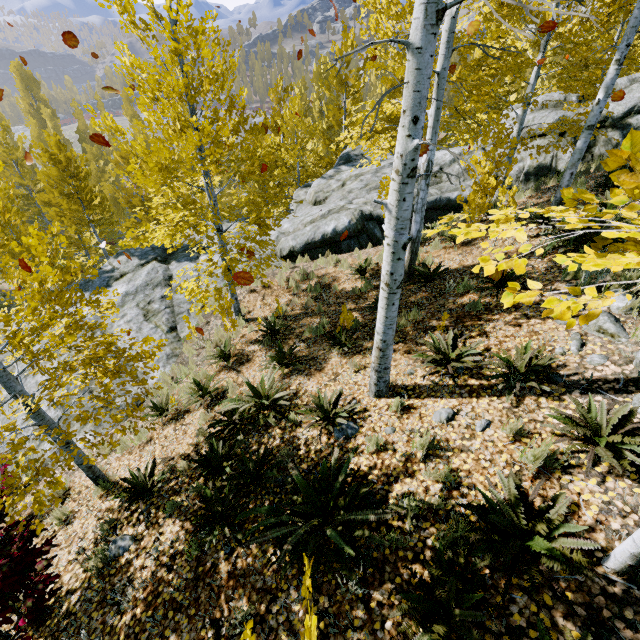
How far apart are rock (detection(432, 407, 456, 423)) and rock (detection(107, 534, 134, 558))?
4.6 meters

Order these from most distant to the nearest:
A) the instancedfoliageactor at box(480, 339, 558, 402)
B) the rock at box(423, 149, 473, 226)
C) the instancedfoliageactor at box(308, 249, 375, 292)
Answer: the rock at box(423, 149, 473, 226) < the instancedfoliageactor at box(308, 249, 375, 292) < the instancedfoliageactor at box(480, 339, 558, 402)

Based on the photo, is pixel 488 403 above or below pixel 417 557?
above

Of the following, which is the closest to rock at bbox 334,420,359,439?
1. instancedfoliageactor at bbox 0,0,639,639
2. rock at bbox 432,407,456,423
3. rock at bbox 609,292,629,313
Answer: instancedfoliageactor at bbox 0,0,639,639

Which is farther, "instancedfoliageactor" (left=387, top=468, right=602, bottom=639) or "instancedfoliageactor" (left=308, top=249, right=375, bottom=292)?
"instancedfoliageactor" (left=308, top=249, right=375, bottom=292)

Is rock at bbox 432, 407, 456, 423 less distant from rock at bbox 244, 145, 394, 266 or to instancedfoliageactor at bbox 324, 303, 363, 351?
instancedfoliageactor at bbox 324, 303, 363, 351

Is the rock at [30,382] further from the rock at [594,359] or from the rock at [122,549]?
the rock at [594,359]

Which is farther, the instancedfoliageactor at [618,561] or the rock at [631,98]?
the rock at [631,98]
